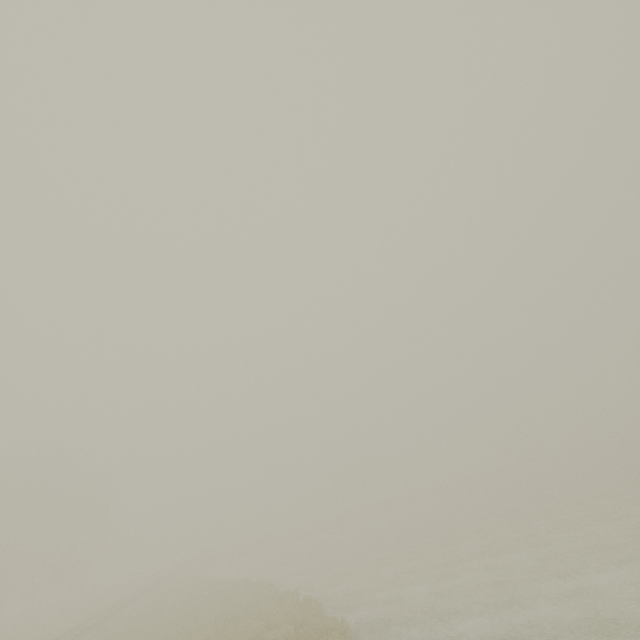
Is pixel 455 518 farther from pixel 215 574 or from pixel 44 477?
pixel 44 477
